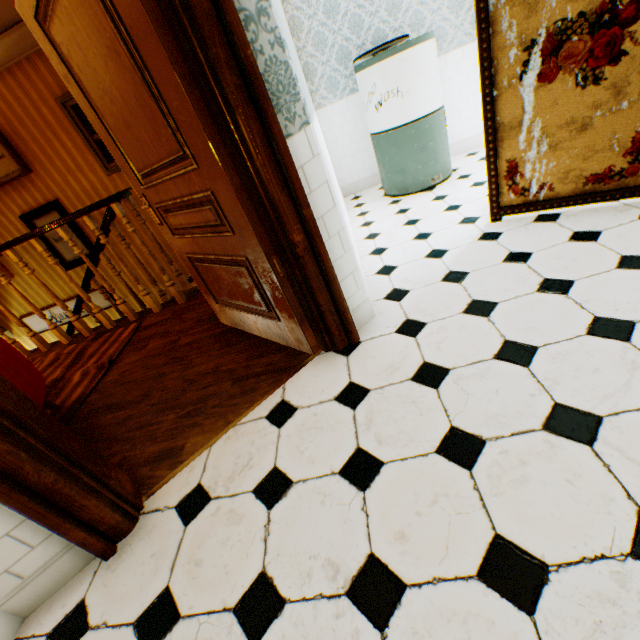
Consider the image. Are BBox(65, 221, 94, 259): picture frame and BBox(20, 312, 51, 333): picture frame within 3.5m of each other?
yes

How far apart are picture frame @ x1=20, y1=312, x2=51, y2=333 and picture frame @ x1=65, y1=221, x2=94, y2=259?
0.45m

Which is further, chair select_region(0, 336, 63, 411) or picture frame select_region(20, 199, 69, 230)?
picture frame select_region(20, 199, 69, 230)

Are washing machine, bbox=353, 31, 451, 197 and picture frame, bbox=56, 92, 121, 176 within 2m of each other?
no

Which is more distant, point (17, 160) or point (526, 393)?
point (17, 160)

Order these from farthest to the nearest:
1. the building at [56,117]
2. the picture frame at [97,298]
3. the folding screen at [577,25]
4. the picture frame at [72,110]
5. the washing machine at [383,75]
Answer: the picture frame at [97,298] < the picture frame at [72,110] < the washing machine at [383,75] < the folding screen at [577,25] < the building at [56,117]

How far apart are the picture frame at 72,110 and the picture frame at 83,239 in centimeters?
96cm

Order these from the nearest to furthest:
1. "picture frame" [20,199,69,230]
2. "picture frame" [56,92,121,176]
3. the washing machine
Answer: the washing machine
"picture frame" [56,92,121,176]
"picture frame" [20,199,69,230]
